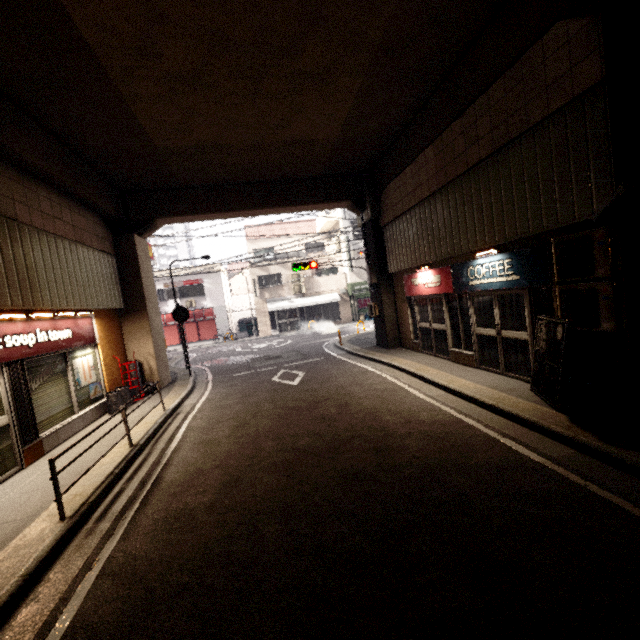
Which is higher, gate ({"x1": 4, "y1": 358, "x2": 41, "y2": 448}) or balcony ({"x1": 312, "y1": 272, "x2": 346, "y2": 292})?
balcony ({"x1": 312, "y1": 272, "x2": 346, "y2": 292})

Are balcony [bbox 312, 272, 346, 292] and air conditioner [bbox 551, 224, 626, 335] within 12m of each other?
no

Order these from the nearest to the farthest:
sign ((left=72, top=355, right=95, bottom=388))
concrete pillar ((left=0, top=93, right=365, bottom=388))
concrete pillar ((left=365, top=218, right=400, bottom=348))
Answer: concrete pillar ((left=0, top=93, right=365, bottom=388)), sign ((left=72, top=355, right=95, bottom=388)), concrete pillar ((left=365, top=218, right=400, bottom=348))

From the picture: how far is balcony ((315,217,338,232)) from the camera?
27.0 meters

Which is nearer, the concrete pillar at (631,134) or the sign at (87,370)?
the concrete pillar at (631,134)

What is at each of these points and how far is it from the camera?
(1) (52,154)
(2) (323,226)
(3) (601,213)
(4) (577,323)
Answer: (1) concrete pillar, 7.3 meters
(2) balcony, 29.1 meters
(3) cctv camera, 4.1 meters
(4) air conditioner, 5.2 meters

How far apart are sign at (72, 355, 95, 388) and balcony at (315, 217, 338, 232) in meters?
21.2

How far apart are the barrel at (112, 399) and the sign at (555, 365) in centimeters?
1048cm
